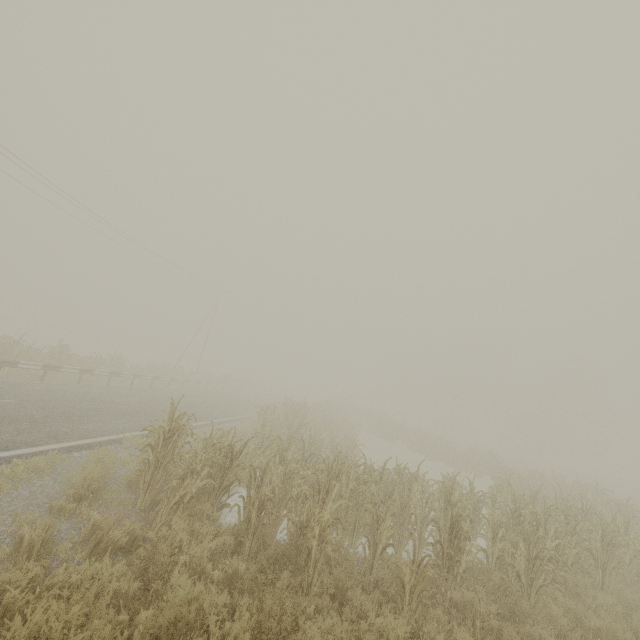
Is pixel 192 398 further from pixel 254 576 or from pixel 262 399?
pixel 254 576
